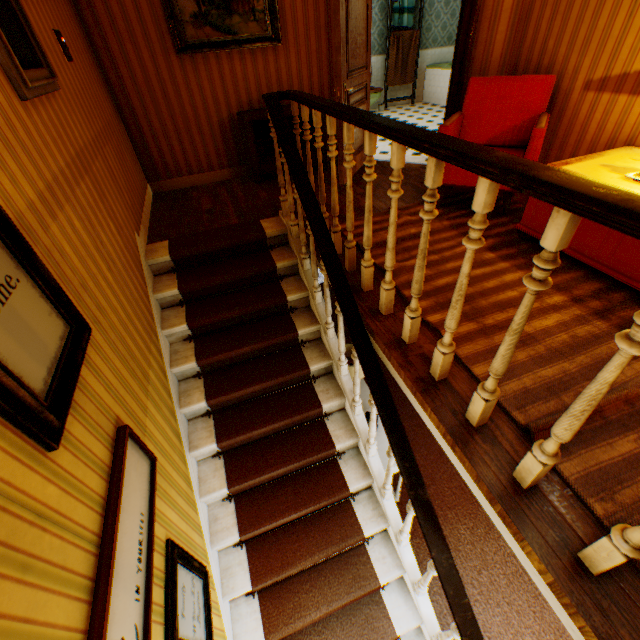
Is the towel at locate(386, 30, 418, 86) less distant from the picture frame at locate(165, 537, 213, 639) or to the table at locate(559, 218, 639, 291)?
the table at locate(559, 218, 639, 291)

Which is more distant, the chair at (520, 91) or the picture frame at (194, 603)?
the chair at (520, 91)

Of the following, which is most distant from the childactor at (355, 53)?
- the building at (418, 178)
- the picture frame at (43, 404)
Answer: the picture frame at (43, 404)

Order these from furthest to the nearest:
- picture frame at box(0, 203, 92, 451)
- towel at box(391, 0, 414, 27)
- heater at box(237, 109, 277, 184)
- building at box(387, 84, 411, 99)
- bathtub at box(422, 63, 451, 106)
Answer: building at box(387, 84, 411, 99), bathtub at box(422, 63, 451, 106), towel at box(391, 0, 414, 27), heater at box(237, 109, 277, 184), picture frame at box(0, 203, 92, 451)

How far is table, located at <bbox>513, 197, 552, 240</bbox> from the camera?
2.8 meters

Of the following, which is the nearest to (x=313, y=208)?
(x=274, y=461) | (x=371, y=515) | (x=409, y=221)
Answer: (x=409, y=221)

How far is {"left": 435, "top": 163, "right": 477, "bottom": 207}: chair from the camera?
3.36m

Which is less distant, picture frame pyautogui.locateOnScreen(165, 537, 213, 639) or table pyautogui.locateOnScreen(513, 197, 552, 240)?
picture frame pyautogui.locateOnScreen(165, 537, 213, 639)
